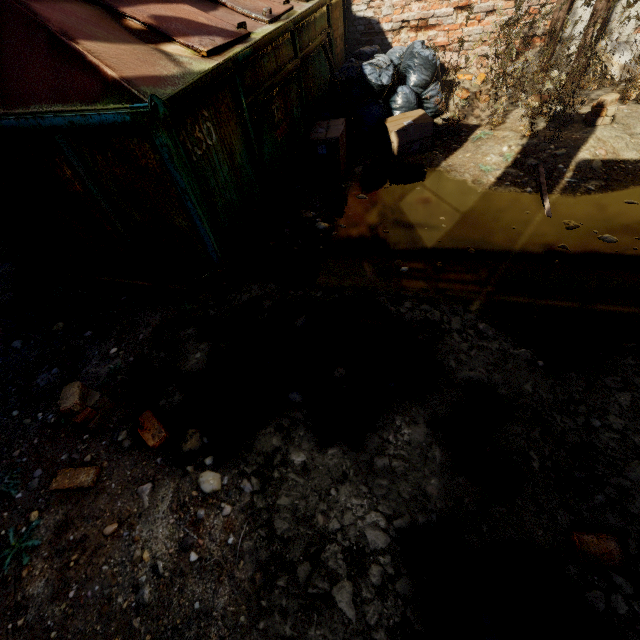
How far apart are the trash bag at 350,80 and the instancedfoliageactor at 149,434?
3.86m

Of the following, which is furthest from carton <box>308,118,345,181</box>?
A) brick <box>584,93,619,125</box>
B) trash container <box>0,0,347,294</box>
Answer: brick <box>584,93,619,125</box>

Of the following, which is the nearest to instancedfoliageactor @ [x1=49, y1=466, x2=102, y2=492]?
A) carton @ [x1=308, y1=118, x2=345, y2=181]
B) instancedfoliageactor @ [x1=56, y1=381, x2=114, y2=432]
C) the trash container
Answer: instancedfoliageactor @ [x1=56, y1=381, x2=114, y2=432]

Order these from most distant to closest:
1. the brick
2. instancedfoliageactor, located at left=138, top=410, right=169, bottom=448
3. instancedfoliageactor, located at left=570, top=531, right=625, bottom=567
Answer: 1. the brick
2. instancedfoliageactor, located at left=138, top=410, right=169, bottom=448
3. instancedfoliageactor, located at left=570, top=531, right=625, bottom=567

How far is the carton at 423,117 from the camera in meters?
3.8 m

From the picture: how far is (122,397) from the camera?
2.23m

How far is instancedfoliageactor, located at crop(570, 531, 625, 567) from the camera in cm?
134

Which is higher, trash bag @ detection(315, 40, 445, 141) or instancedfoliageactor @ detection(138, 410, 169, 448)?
trash bag @ detection(315, 40, 445, 141)
